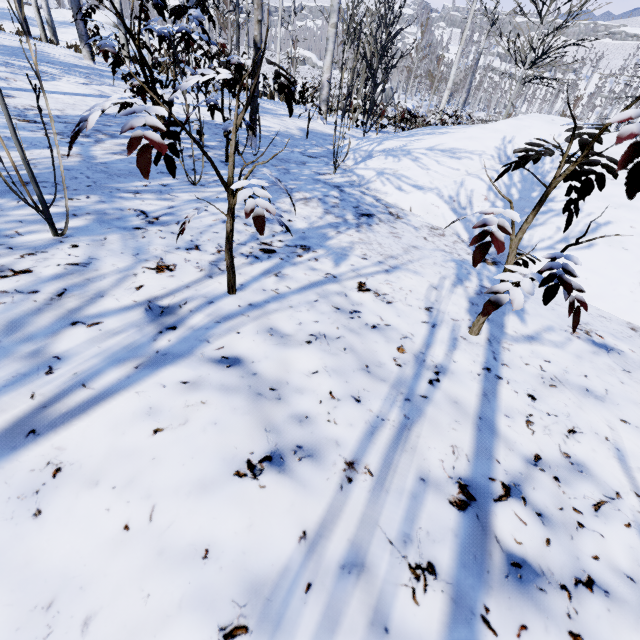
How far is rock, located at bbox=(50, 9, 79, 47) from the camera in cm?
1944

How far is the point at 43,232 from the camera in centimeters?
151cm

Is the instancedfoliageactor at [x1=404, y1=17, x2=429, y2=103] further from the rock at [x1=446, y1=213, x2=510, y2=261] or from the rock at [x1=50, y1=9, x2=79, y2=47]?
the rock at [x1=50, y1=9, x2=79, y2=47]

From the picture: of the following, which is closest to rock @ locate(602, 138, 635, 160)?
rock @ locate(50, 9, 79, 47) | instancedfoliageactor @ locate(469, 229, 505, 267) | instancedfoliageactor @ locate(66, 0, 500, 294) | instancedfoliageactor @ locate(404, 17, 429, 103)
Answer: instancedfoliageactor @ locate(469, 229, 505, 267)

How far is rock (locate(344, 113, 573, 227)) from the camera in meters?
3.4 m

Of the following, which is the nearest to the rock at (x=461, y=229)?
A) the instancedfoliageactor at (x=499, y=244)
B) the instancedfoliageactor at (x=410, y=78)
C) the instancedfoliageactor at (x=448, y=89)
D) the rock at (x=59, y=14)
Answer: the instancedfoliageactor at (x=499, y=244)

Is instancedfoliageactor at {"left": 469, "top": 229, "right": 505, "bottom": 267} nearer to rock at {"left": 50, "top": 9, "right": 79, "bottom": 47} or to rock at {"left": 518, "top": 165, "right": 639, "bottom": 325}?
rock at {"left": 518, "top": 165, "right": 639, "bottom": 325}

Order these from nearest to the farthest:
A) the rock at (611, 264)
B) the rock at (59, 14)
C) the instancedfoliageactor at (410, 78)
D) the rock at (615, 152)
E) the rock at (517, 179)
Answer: the rock at (611, 264) → the rock at (517, 179) → the rock at (615, 152) → the rock at (59, 14) → the instancedfoliageactor at (410, 78)
